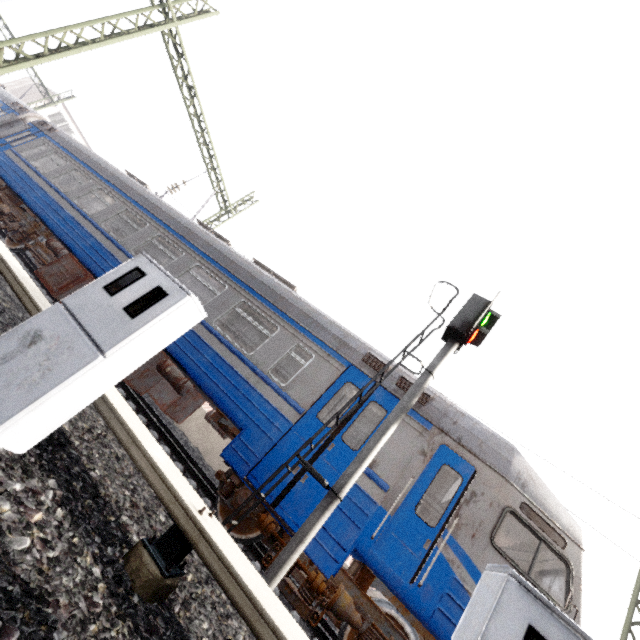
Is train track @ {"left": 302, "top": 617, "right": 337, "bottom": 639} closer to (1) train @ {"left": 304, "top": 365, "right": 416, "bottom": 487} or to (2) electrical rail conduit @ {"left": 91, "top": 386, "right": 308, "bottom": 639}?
(1) train @ {"left": 304, "top": 365, "right": 416, "bottom": 487}

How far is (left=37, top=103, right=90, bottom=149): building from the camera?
32.4 meters

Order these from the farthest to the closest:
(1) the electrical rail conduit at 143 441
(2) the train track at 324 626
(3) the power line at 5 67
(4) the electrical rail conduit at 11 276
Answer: (3) the power line at 5 67 < (2) the train track at 324 626 < (4) the electrical rail conduit at 11 276 < (1) the electrical rail conduit at 143 441

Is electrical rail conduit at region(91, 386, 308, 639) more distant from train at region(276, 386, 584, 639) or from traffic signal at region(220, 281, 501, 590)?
train at region(276, 386, 584, 639)

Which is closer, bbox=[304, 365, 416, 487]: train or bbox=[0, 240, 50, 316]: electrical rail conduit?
bbox=[0, 240, 50, 316]: electrical rail conduit

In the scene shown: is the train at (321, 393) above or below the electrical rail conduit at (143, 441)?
above

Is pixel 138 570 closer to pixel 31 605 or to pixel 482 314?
pixel 31 605

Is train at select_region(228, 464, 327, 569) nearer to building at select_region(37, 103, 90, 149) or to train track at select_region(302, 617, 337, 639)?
train track at select_region(302, 617, 337, 639)
